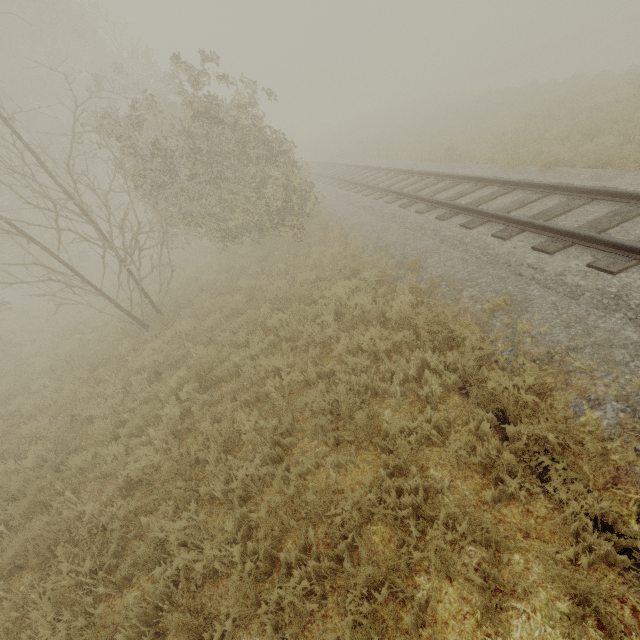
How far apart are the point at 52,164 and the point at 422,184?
19.5m
